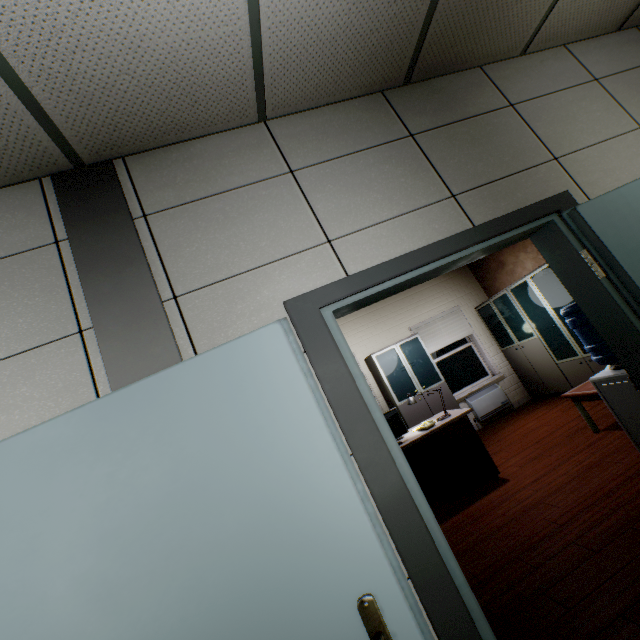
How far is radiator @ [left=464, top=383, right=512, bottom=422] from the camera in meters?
6.4 m

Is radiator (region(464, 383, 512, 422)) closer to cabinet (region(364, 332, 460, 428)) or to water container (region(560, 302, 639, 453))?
cabinet (region(364, 332, 460, 428))

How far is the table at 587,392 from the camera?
3.7m

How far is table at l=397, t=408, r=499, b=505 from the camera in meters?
3.9

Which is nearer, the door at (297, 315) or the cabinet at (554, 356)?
the door at (297, 315)

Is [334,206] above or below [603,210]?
above

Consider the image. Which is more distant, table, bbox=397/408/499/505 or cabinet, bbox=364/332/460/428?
cabinet, bbox=364/332/460/428

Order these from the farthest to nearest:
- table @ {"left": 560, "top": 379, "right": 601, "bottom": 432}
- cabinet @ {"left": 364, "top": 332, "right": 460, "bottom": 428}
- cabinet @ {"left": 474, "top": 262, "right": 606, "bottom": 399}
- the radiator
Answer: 1. the radiator
2. cabinet @ {"left": 364, "top": 332, "right": 460, "bottom": 428}
3. cabinet @ {"left": 474, "top": 262, "right": 606, "bottom": 399}
4. table @ {"left": 560, "top": 379, "right": 601, "bottom": 432}
